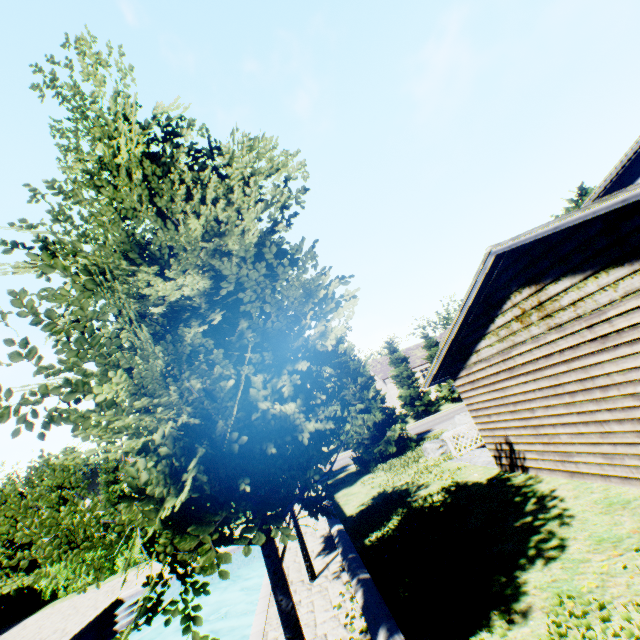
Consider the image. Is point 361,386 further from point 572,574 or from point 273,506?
point 273,506

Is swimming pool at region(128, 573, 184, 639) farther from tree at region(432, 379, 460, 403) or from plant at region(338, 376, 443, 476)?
plant at region(338, 376, 443, 476)

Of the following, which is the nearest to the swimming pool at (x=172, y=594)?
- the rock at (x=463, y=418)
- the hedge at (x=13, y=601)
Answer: the hedge at (x=13, y=601)

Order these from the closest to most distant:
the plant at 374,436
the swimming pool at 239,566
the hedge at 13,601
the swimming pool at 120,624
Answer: the swimming pool at 120,624, the swimming pool at 239,566, the hedge at 13,601, the plant at 374,436

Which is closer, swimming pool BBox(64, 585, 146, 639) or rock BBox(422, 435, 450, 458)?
swimming pool BBox(64, 585, 146, 639)

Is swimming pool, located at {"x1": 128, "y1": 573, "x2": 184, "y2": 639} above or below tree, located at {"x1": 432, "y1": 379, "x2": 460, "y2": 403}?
below

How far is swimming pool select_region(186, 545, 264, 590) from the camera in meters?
14.9 m

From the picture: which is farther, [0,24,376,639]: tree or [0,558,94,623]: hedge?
[0,558,94,623]: hedge
